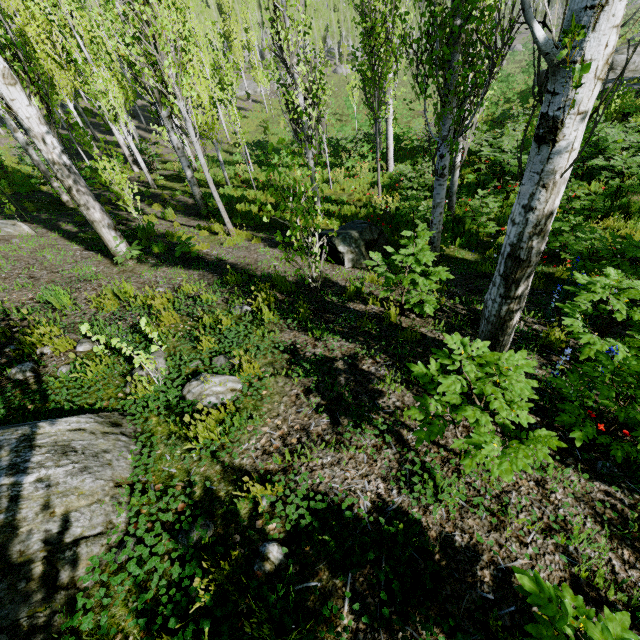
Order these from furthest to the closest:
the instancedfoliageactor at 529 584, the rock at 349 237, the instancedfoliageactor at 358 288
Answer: the rock at 349 237
the instancedfoliageactor at 358 288
the instancedfoliageactor at 529 584

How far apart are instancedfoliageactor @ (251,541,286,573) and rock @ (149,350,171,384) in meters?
1.9 m

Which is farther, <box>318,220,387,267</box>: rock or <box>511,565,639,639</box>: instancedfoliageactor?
<box>318,220,387,267</box>: rock

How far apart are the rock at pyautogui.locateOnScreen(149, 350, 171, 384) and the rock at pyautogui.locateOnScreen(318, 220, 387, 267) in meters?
4.0 m

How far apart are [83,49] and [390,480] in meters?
17.8 m

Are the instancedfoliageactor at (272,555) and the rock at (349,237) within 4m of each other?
no

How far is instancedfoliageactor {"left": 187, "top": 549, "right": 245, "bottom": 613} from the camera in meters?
1.7 m
